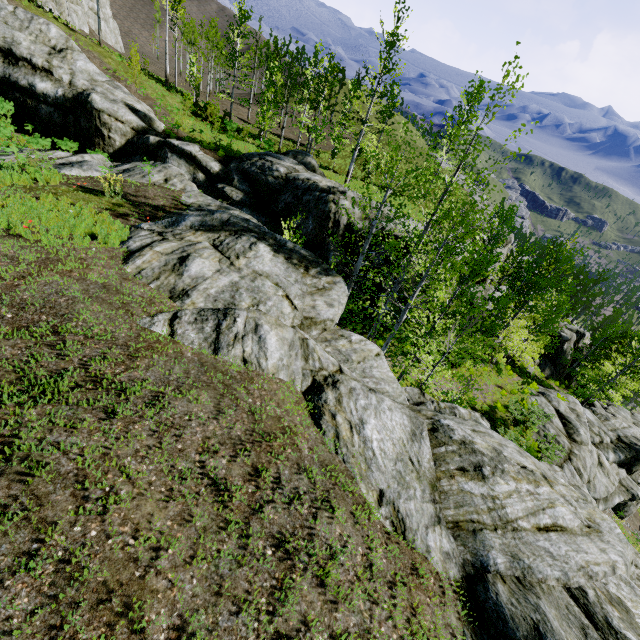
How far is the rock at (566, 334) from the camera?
35.6m

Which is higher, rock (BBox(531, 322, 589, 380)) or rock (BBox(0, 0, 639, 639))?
rock (BBox(0, 0, 639, 639))

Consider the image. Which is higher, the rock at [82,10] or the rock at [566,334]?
the rock at [82,10]

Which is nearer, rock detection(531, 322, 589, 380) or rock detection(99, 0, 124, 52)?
rock detection(531, 322, 589, 380)

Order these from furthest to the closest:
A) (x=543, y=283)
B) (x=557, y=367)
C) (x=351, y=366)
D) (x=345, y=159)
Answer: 1. (x=345, y=159)
2. (x=557, y=367)
3. (x=543, y=283)
4. (x=351, y=366)

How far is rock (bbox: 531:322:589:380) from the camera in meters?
35.6 m

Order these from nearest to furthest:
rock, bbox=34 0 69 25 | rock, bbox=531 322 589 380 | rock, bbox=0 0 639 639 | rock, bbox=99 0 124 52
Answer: rock, bbox=0 0 639 639 → rock, bbox=34 0 69 25 → rock, bbox=531 322 589 380 → rock, bbox=99 0 124 52
